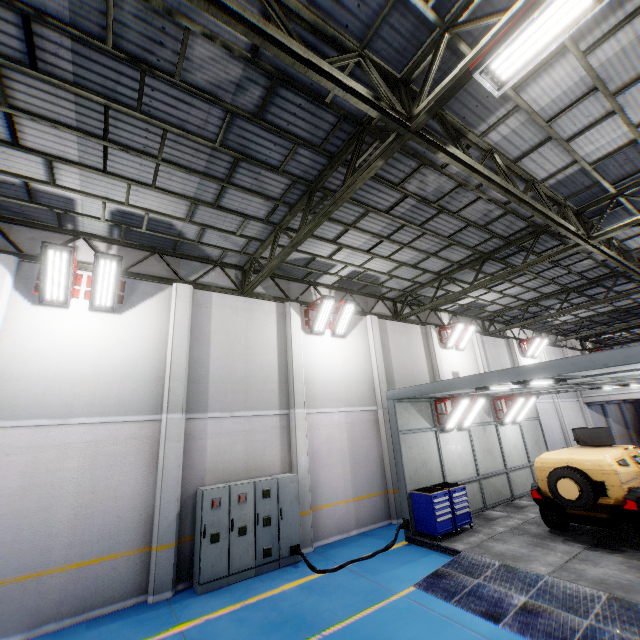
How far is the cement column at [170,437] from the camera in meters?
7.6 m

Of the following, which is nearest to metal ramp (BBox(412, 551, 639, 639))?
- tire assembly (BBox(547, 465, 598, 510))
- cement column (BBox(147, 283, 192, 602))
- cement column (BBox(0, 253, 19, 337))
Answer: tire assembly (BBox(547, 465, 598, 510))

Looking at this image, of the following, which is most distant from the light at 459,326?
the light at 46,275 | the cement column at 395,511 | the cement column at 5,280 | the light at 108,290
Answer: the cement column at 5,280

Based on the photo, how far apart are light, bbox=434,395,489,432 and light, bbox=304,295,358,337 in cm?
481

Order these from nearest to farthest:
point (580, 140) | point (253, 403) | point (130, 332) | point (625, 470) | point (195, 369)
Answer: point (580, 140) < point (625, 470) < point (130, 332) < point (195, 369) < point (253, 403)

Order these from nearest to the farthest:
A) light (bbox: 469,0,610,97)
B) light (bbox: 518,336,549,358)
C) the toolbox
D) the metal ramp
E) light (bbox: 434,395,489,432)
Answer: light (bbox: 469,0,610,97) → the metal ramp → the toolbox → light (bbox: 434,395,489,432) → light (bbox: 518,336,549,358)

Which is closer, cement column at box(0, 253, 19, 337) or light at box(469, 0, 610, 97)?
light at box(469, 0, 610, 97)

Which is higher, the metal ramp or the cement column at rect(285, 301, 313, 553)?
the cement column at rect(285, 301, 313, 553)
